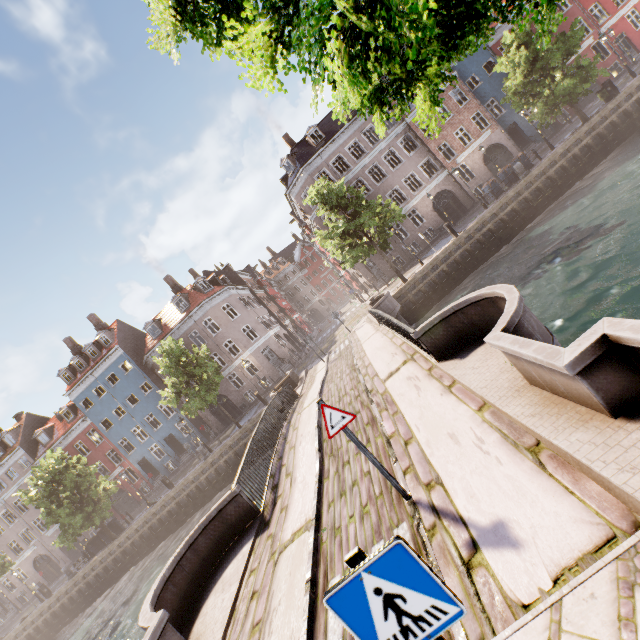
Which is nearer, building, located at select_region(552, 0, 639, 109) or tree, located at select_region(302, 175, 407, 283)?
tree, located at select_region(302, 175, 407, 283)

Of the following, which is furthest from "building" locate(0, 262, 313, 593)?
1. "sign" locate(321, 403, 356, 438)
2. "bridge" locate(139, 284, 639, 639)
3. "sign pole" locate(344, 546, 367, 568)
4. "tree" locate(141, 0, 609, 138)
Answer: "sign pole" locate(344, 546, 367, 568)

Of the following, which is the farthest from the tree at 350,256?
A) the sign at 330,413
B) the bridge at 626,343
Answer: the sign at 330,413

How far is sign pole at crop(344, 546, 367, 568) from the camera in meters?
1.5 m

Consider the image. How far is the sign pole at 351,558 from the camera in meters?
1.5 m

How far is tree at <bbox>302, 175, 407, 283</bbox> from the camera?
20.78m

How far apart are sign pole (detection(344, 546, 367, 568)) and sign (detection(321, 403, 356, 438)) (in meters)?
2.94

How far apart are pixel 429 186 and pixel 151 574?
36.9m
